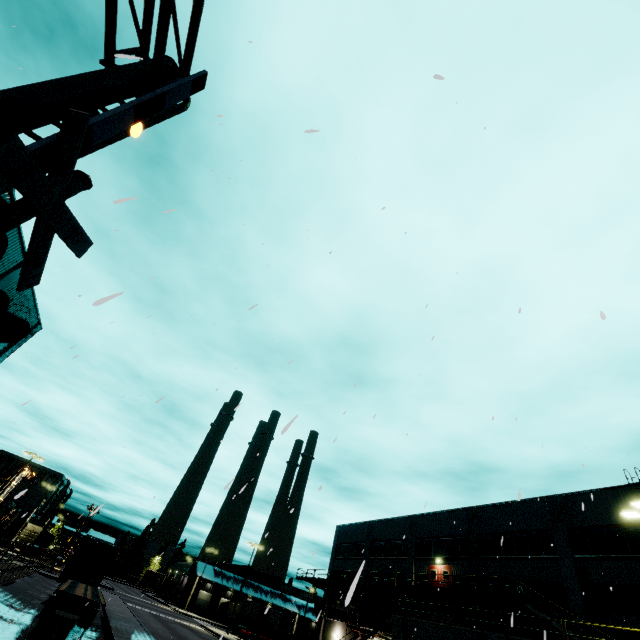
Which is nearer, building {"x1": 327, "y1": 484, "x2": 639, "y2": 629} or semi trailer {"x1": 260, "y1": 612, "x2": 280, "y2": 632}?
building {"x1": 327, "y1": 484, "x2": 639, "y2": 629}

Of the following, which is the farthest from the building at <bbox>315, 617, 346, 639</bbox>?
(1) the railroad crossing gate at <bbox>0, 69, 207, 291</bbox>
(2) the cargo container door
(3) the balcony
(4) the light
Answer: (1) the railroad crossing gate at <bbox>0, 69, 207, 291</bbox>

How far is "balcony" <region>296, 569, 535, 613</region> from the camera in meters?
23.1 m

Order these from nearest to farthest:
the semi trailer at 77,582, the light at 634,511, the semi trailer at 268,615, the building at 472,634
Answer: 1. the light at 634,511
2. the semi trailer at 77,582
3. the building at 472,634
4. the semi trailer at 268,615

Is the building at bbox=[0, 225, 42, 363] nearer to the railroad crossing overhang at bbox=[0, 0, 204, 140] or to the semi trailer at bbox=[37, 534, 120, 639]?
the semi trailer at bbox=[37, 534, 120, 639]

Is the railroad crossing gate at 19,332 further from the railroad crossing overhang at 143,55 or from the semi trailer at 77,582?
the semi trailer at 77,582

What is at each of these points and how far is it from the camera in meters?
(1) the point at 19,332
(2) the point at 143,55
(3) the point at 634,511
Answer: (1) railroad crossing gate, 3.1
(2) railroad crossing overhang, 5.9
(3) light, 14.5

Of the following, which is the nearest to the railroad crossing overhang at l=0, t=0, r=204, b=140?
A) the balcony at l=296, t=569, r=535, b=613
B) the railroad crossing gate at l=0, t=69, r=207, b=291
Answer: the railroad crossing gate at l=0, t=69, r=207, b=291
